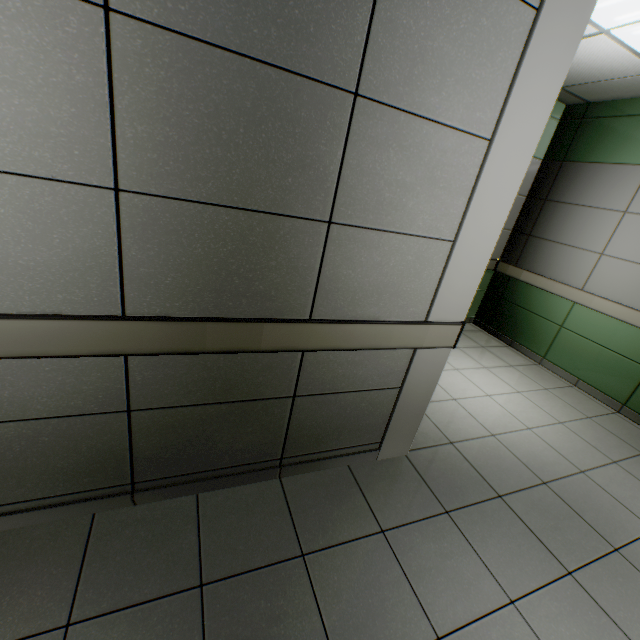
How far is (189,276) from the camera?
1.3m
